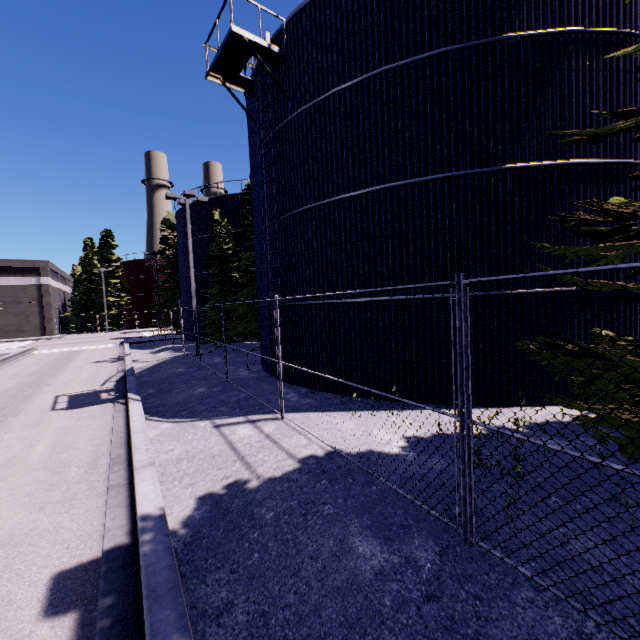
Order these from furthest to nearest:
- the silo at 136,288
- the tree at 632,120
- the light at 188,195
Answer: the silo at 136,288, the light at 188,195, the tree at 632,120

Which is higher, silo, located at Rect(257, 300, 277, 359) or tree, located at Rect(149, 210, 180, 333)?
tree, located at Rect(149, 210, 180, 333)

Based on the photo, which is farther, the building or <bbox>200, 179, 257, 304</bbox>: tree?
the building

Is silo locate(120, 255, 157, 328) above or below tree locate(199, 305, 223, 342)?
above

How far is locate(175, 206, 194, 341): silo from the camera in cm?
2889

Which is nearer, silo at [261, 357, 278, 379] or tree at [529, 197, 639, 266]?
tree at [529, 197, 639, 266]

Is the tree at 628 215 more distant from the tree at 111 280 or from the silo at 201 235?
the tree at 111 280

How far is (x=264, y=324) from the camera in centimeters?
1380cm
